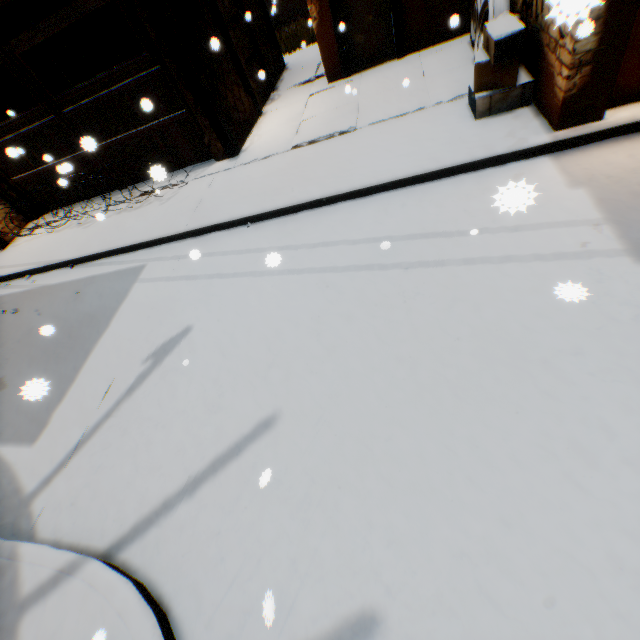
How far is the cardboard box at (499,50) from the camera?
4.1 meters

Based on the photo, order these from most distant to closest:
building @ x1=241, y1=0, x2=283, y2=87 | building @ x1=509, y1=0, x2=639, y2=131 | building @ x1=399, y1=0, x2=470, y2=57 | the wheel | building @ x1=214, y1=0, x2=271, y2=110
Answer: building @ x1=241, y1=0, x2=283, y2=87, building @ x1=214, y1=0, x2=271, y2=110, building @ x1=399, y1=0, x2=470, y2=57, the wheel, building @ x1=509, y1=0, x2=639, y2=131

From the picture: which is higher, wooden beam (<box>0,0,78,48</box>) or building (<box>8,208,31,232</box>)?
wooden beam (<box>0,0,78,48</box>)

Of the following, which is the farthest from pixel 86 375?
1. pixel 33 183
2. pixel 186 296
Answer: pixel 33 183

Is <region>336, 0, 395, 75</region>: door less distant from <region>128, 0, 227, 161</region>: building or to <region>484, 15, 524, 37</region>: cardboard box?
<region>128, 0, 227, 161</region>: building

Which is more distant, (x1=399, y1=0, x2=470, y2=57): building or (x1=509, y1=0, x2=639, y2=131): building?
(x1=399, y1=0, x2=470, y2=57): building

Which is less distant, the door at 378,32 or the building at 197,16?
the building at 197,16

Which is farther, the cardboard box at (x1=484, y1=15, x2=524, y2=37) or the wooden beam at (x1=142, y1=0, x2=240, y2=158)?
the wooden beam at (x1=142, y1=0, x2=240, y2=158)
